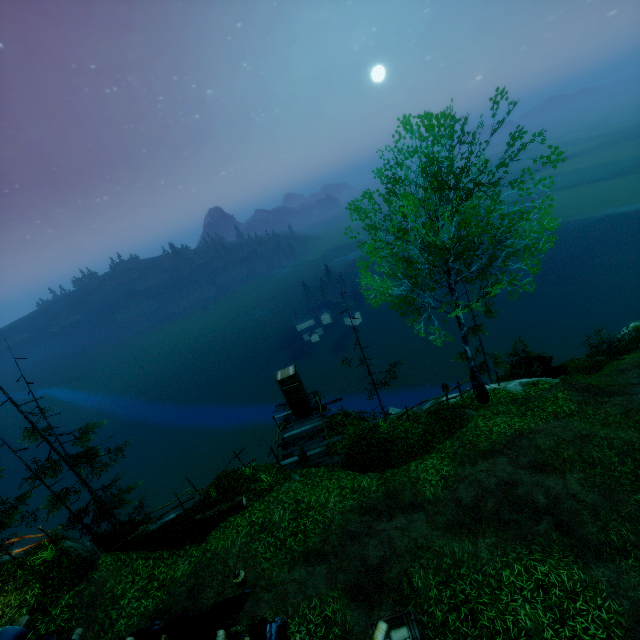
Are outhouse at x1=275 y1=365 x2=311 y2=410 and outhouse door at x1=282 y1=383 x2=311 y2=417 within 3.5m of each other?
yes

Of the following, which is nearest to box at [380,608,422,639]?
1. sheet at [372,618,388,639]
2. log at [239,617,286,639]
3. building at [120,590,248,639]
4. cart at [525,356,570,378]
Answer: sheet at [372,618,388,639]

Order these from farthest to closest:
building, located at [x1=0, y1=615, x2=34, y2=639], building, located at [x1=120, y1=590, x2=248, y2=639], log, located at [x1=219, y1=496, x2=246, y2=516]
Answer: log, located at [x1=219, y1=496, x2=246, y2=516] → building, located at [x1=120, y1=590, x2=248, y2=639] → building, located at [x1=0, y1=615, x2=34, y2=639]

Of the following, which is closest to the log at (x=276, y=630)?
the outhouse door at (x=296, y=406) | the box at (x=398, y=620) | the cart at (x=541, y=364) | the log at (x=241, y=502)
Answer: the box at (x=398, y=620)

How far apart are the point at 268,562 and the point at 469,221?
13.2 meters

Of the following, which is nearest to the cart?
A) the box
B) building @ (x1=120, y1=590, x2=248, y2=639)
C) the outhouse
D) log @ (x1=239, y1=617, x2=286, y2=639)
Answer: the outhouse

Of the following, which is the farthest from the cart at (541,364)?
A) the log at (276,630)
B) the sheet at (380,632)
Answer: the log at (276,630)

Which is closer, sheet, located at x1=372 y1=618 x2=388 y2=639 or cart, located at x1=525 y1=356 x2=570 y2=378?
sheet, located at x1=372 y1=618 x2=388 y2=639
